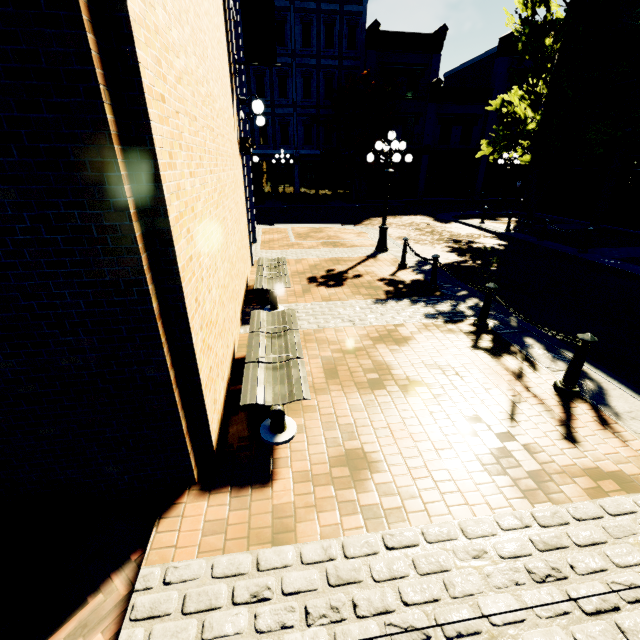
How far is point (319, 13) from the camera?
21.7 meters

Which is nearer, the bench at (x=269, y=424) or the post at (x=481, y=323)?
the bench at (x=269, y=424)

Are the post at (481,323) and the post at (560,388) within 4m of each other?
yes

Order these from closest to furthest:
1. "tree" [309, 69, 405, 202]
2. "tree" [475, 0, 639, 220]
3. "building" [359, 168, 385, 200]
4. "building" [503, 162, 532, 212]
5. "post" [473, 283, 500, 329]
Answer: "post" [473, 283, 500, 329] < "tree" [475, 0, 639, 220] < "building" [503, 162, 532, 212] < "tree" [309, 69, 405, 202] < "building" [359, 168, 385, 200]

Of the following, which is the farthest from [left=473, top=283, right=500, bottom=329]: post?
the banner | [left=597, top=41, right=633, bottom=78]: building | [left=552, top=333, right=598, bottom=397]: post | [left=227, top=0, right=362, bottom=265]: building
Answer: [left=597, top=41, right=633, bottom=78]: building

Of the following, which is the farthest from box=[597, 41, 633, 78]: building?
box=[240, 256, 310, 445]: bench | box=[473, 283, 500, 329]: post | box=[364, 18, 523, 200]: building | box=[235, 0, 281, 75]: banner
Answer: box=[240, 256, 310, 445]: bench

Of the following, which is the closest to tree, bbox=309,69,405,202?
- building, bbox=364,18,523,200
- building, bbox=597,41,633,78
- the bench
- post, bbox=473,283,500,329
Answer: building, bbox=364,18,523,200

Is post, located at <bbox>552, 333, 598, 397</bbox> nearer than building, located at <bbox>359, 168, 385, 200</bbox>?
Yes
